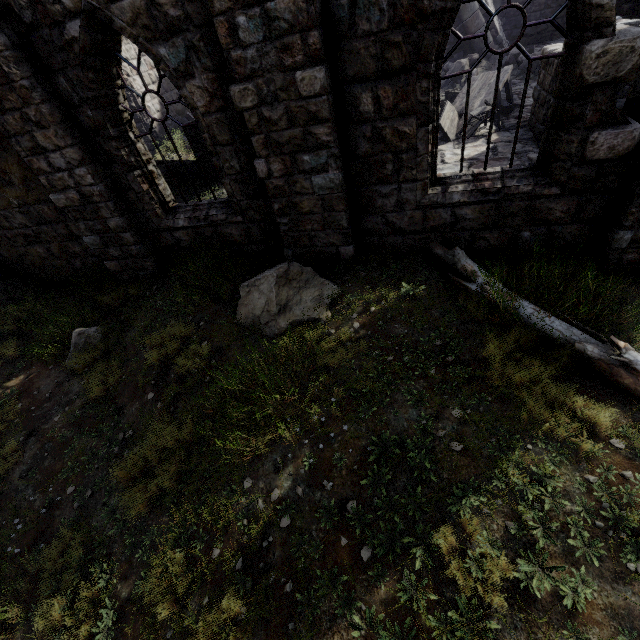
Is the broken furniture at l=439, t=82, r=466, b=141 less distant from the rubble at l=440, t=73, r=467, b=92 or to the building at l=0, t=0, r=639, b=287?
the building at l=0, t=0, r=639, b=287

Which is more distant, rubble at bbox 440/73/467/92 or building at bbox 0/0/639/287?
rubble at bbox 440/73/467/92

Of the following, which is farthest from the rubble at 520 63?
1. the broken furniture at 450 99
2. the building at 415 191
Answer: the broken furniture at 450 99

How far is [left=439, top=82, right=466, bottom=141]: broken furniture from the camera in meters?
9.6 m

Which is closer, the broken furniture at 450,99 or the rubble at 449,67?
the broken furniture at 450,99

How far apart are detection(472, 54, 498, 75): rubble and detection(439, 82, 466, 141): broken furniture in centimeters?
397cm

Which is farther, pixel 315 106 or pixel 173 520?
pixel 315 106

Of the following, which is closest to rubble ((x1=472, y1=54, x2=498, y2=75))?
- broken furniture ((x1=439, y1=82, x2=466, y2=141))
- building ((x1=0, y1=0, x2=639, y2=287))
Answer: building ((x1=0, y1=0, x2=639, y2=287))
